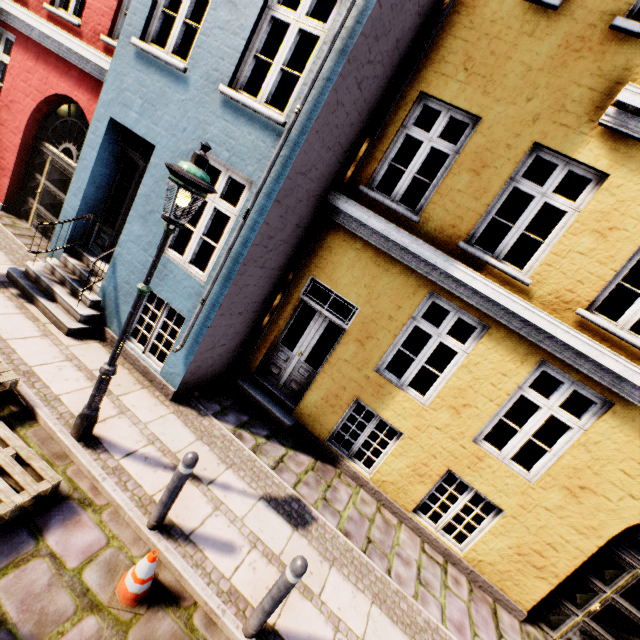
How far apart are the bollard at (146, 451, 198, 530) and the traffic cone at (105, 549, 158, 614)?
0.4m

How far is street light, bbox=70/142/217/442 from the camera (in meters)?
3.07

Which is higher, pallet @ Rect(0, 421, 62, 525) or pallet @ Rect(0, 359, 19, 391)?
pallet @ Rect(0, 359, 19, 391)

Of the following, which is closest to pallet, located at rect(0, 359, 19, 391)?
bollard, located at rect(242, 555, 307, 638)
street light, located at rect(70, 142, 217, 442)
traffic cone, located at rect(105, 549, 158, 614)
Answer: street light, located at rect(70, 142, 217, 442)

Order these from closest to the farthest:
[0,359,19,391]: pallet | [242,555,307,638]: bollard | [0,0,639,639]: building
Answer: [242,555,307,638]: bollard → [0,359,19,391]: pallet → [0,0,639,639]: building

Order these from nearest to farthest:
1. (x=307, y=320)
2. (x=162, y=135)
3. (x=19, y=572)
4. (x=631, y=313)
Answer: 1. (x=19, y=572)
2. (x=631, y=313)
3. (x=162, y=135)
4. (x=307, y=320)

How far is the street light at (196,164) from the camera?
3.1 meters

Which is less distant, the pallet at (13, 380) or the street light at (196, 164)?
the street light at (196, 164)
